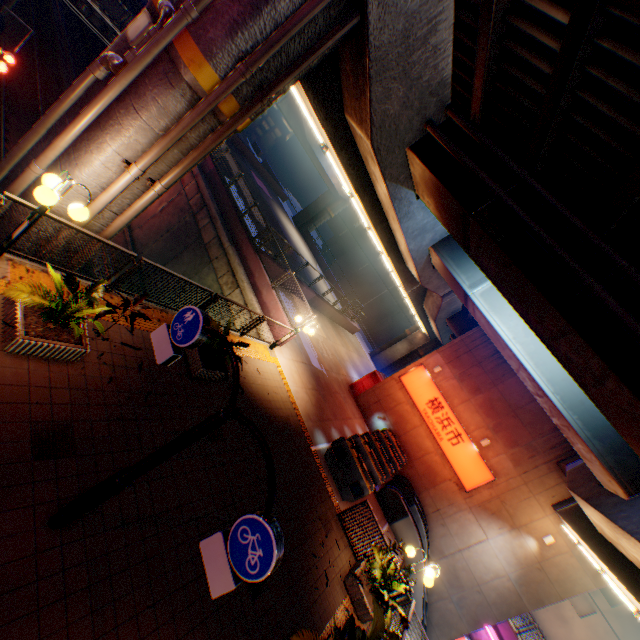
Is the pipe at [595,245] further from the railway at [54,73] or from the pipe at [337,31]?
the railway at [54,73]

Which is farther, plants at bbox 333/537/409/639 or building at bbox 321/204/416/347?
building at bbox 321/204/416/347

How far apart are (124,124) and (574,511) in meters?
19.5 m

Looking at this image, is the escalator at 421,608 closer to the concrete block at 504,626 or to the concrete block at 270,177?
the concrete block at 270,177

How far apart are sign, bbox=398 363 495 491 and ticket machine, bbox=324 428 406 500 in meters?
5.7 m

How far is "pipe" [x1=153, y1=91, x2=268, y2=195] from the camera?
5.9 meters

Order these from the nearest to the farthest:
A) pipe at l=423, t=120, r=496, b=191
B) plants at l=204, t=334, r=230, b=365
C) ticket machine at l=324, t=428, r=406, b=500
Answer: pipe at l=423, t=120, r=496, b=191
plants at l=204, t=334, r=230, b=365
ticket machine at l=324, t=428, r=406, b=500

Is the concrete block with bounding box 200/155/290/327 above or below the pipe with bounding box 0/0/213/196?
below
